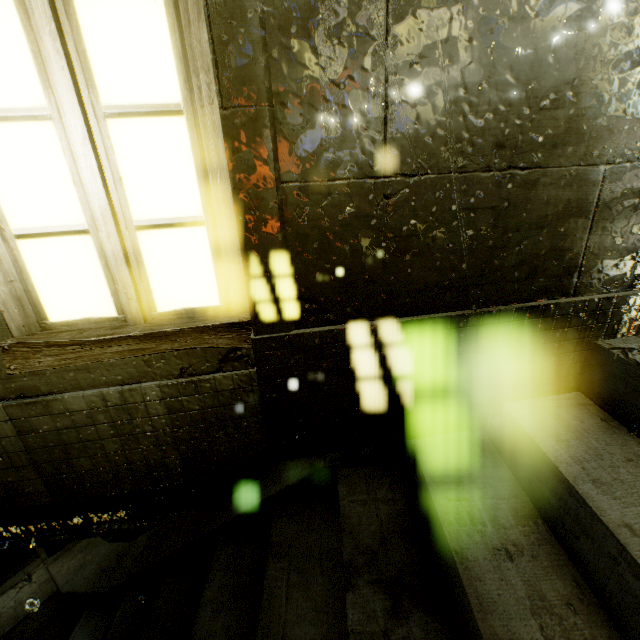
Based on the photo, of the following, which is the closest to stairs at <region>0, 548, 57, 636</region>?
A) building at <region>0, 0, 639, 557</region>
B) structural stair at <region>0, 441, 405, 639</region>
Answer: structural stair at <region>0, 441, 405, 639</region>

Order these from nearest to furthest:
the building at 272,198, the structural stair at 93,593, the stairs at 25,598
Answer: the building at 272,198 < the structural stair at 93,593 < the stairs at 25,598

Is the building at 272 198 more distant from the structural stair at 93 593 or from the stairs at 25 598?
the stairs at 25 598

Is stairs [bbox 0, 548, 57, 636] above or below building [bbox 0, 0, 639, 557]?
below

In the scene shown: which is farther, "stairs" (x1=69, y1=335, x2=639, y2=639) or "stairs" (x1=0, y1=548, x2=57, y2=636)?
"stairs" (x1=0, y1=548, x2=57, y2=636)

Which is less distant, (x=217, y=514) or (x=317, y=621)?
(x=317, y=621)

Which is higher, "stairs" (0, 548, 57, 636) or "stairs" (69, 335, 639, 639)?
"stairs" (69, 335, 639, 639)

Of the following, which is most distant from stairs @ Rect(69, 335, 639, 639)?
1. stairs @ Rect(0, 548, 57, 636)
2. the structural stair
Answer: stairs @ Rect(0, 548, 57, 636)
